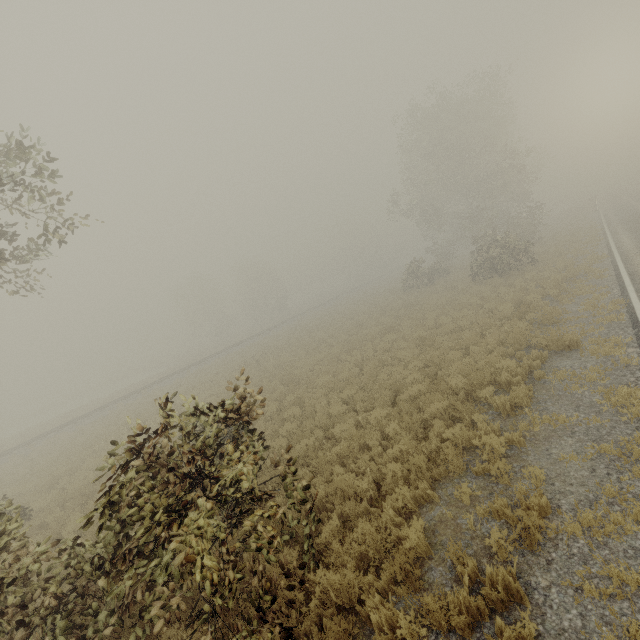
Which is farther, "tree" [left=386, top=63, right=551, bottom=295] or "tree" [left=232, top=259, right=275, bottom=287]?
"tree" [left=232, top=259, right=275, bottom=287]

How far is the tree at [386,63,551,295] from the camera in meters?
27.8

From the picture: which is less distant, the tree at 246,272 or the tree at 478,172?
the tree at 478,172

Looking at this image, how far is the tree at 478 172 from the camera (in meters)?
27.83

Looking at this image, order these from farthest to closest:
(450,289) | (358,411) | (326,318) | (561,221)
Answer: (561,221) → (326,318) → (450,289) → (358,411)
